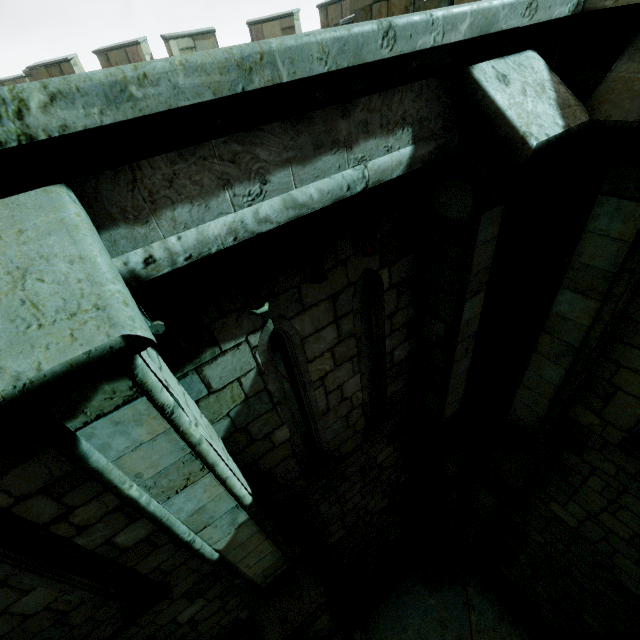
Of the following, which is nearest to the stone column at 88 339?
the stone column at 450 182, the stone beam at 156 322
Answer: the stone beam at 156 322

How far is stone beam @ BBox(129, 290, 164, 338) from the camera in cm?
172

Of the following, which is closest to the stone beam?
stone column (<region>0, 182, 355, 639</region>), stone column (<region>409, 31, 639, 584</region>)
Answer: stone column (<region>0, 182, 355, 639</region>)

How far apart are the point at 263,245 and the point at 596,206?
2.76m

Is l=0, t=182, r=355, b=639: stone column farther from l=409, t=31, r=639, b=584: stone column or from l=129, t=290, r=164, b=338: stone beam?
l=409, t=31, r=639, b=584: stone column

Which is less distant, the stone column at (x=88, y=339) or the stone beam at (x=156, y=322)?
the stone column at (x=88, y=339)
